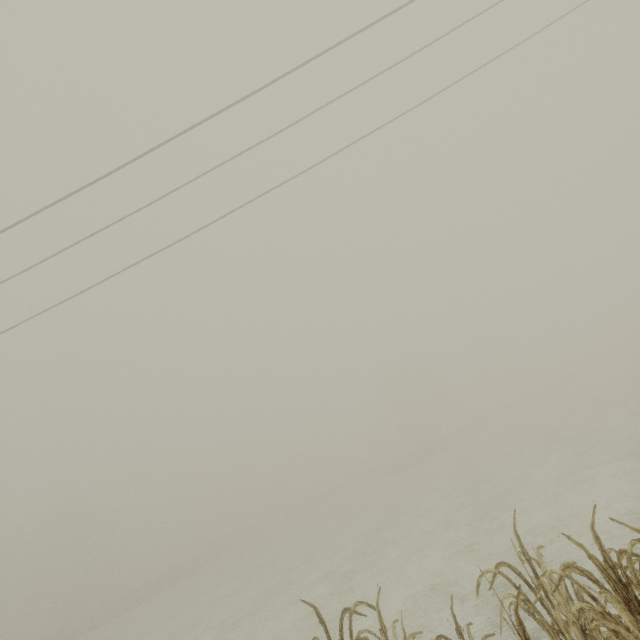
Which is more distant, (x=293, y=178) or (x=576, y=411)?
(x=576, y=411)
